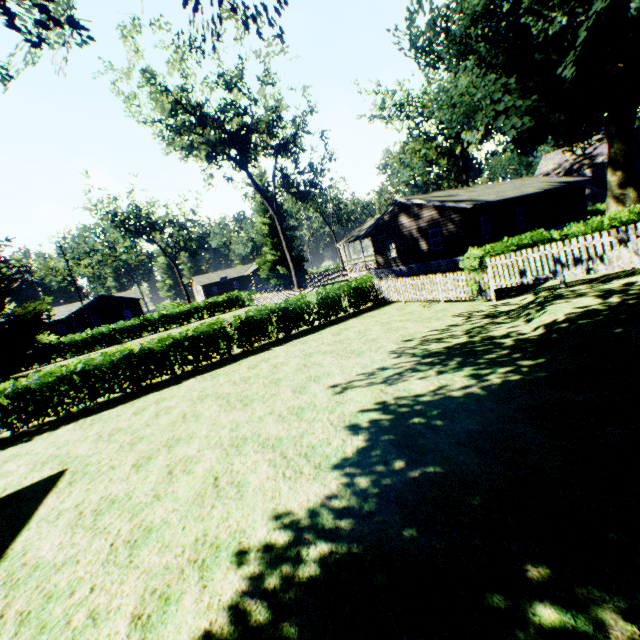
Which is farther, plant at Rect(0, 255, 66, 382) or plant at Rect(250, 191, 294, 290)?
plant at Rect(250, 191, 294, 290)

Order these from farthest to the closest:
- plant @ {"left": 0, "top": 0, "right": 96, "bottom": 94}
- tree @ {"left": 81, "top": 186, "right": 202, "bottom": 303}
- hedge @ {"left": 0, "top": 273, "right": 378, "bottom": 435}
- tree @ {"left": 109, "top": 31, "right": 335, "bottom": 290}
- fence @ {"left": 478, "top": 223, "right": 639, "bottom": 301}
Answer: tree @ {"left": 81, "top": 186, "right": 202, "bottom": 303}, tree @ {"left": 109, "top": 31, "right": 335, "bottom": 290}, hedge @ {"left": 0, "top": 273, "right": 378, "bottom": 435}, fence @ {"left": 478, "top": 223, "right": 639, "bottom": 301}, plant @ {"left": 0, "top": 0, "right": 96, "bottom": 94}

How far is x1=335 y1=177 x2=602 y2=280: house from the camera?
24.0 meters

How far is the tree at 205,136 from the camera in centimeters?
2178cm

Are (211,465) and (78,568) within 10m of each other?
yes

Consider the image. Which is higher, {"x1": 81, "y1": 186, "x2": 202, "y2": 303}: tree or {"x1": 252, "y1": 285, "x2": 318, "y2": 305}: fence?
{"x1": 81, "y1": 186, "x2": 202, "y2": 303}: tree

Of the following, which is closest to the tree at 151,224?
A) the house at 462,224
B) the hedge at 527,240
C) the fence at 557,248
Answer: the fence at 557,248

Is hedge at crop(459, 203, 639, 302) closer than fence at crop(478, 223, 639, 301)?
No
